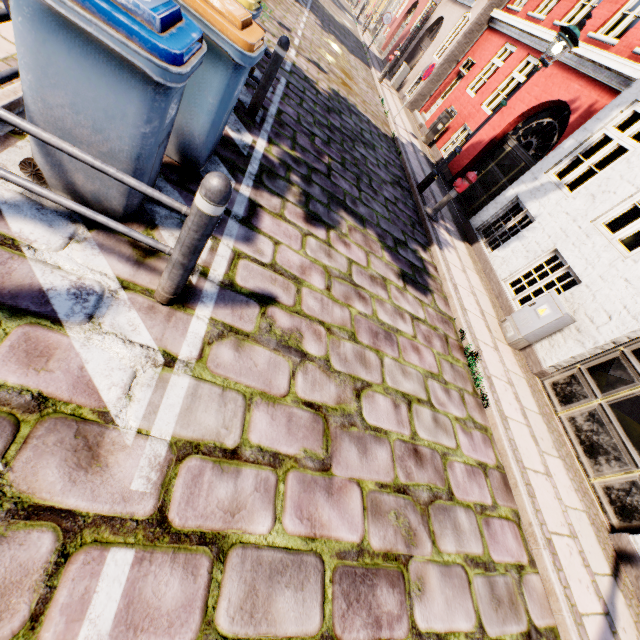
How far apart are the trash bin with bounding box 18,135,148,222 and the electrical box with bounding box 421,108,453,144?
12.6 meters

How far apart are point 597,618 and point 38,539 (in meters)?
4.84

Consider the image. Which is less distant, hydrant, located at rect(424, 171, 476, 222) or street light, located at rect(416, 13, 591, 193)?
street light, located at rect(416, 13, 591, 193)

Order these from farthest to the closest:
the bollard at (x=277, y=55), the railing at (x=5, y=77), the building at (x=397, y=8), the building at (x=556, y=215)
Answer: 1. the building at (x=397, y=8)
2. the building at (x=556, y=215)
3. the bollard at (x=277, y=55)
4. the railing at (x=5, y=77)

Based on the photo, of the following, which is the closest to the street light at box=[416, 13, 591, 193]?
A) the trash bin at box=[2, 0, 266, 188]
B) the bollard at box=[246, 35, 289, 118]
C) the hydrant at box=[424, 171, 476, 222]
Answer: the hydrant at box=[424, 171, 476, 222]

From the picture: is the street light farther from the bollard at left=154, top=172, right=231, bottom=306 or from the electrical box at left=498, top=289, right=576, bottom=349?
the bollard at left=154, top=172, right=231, bottom=306

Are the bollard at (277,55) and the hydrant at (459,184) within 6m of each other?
yes

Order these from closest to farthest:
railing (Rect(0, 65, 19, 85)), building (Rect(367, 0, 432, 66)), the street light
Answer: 1. railing (Rect(0, 65, 19, 85))
2. the street light
3. building (Rect(367, 0, 432, 66))
